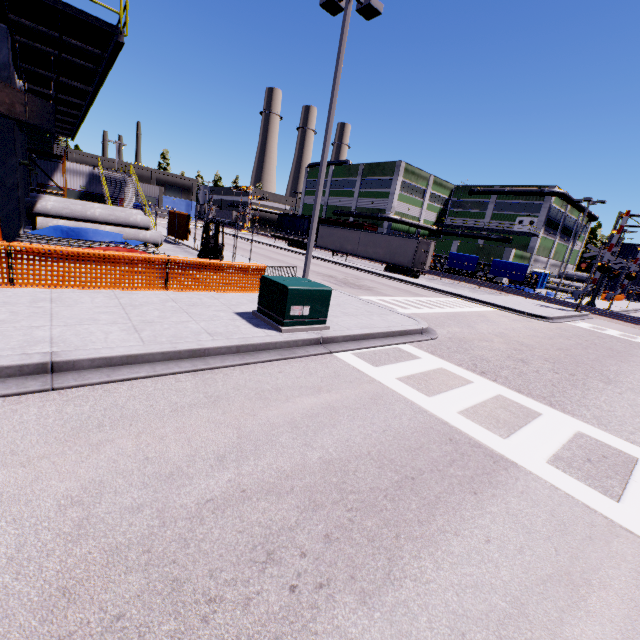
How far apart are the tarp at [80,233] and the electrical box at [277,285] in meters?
11.4

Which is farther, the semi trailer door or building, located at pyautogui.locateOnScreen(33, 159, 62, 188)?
building, located at pyautogui.locateOnScreen(33, 159, 62, 188)

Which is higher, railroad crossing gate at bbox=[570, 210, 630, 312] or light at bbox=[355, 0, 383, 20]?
light at bbox=[355, 0, 383, 20]

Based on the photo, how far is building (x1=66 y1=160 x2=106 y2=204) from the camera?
31.3m

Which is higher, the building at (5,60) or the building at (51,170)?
the building at (5,60)

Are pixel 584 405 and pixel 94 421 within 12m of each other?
yes

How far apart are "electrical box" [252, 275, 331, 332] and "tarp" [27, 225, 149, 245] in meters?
11.4 m

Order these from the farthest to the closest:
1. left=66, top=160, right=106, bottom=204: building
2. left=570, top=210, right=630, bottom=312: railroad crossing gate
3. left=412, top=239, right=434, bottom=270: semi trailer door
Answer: left=66, top=160, right=106, bottom=204: building
left=412, top=239, right=434, bottom=270: semi trailer door
left=570, top=210, right=630, bottom=312: railroad crossing gate
